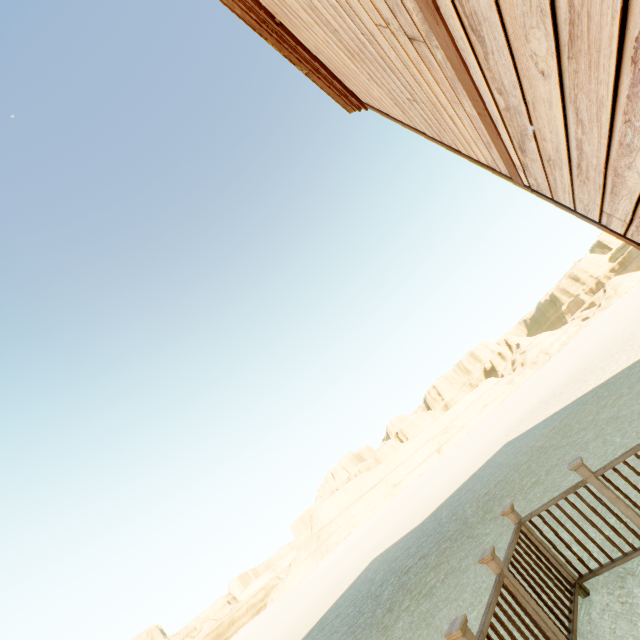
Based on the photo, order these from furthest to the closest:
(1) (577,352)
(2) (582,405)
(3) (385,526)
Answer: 1. (1) (577,352)
2. (3) (385,526)
3. (2) (582,405)

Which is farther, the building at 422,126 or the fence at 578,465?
the fence at 578,465

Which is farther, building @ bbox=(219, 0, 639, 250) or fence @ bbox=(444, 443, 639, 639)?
fence @ bbox=(444, 443, 639, 639)

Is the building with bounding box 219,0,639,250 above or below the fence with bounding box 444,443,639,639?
above

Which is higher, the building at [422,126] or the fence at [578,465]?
the building at [422,126]
